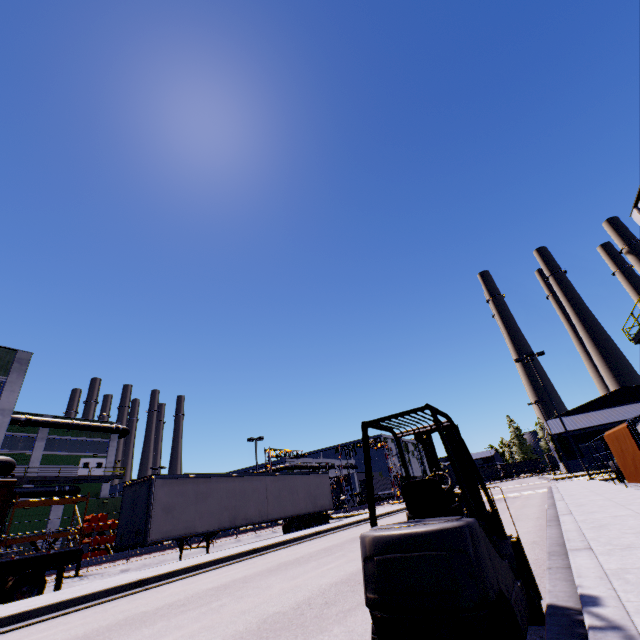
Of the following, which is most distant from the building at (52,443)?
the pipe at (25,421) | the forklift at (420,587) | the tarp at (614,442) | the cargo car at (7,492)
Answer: the forklift at (420,587)

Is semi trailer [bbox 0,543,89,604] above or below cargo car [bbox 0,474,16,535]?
below

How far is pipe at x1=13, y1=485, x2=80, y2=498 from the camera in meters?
32.2

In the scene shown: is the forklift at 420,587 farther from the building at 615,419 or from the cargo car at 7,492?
the cargo car at 7,492

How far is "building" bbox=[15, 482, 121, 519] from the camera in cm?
3216

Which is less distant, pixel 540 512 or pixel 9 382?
pixel 540 512

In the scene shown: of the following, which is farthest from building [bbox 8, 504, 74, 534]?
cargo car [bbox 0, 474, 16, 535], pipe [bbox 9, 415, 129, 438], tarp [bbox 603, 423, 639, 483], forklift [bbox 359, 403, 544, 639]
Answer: forklift [bbox 359, 403, 544, 639]
